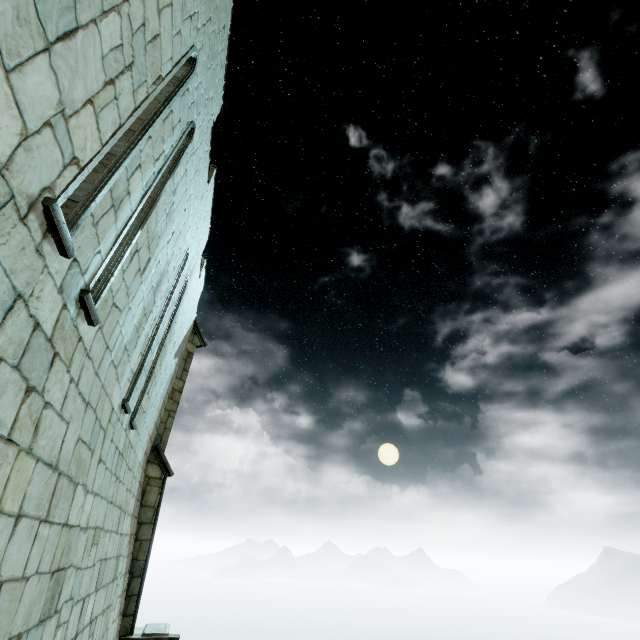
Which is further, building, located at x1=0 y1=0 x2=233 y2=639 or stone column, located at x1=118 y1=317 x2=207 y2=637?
stone column, located at x1=118 y1=317 x2=207 y2=637

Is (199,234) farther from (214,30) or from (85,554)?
(85,554)

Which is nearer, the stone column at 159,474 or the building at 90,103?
the building at 90,103
